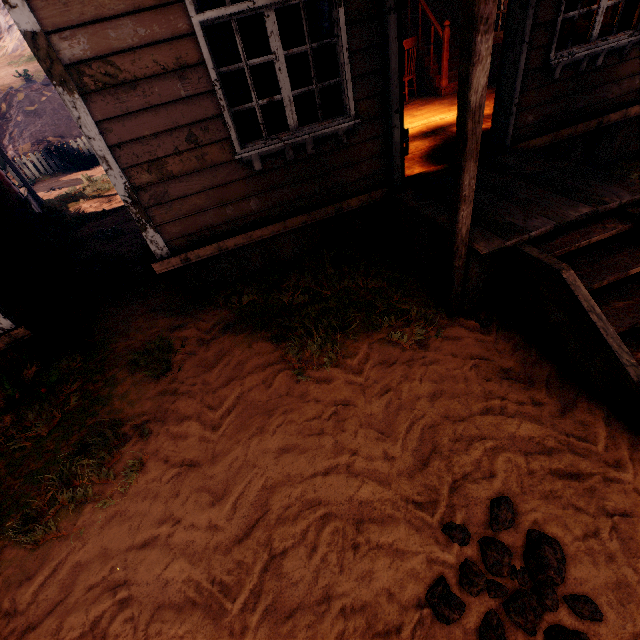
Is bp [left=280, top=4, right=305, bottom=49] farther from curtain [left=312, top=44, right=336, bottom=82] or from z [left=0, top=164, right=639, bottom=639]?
z [left=0, top=164, right=639, bottom=639]

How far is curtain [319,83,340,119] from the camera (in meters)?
3.60

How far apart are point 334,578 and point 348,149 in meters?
4.2 m

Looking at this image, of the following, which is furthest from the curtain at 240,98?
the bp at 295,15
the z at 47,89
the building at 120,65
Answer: the z at 47,89

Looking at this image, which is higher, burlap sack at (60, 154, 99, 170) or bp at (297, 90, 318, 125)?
bp at (297, 90, 318, 125)

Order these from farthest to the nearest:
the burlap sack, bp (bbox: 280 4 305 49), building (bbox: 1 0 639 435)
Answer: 1. the burlap sack
2. bp (bbox: 280 4 305 49)
3. building (bbox: 1 0 639 435)

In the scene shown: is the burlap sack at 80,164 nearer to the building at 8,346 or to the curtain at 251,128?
the building at 8,346

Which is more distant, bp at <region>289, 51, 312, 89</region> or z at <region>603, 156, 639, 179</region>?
z at <region>603, 156, 639, 179</region>
